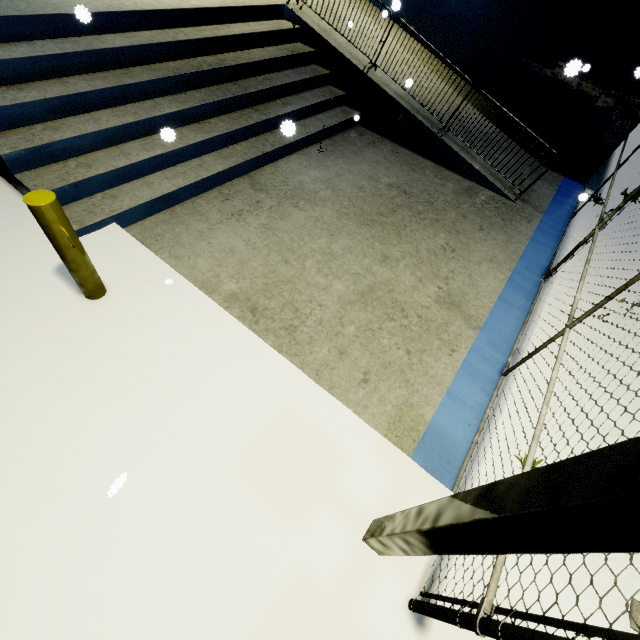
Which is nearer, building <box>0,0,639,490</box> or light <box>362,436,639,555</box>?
light <box>362,436,639,555</box>

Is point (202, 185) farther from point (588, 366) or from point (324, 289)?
point (588, 366)

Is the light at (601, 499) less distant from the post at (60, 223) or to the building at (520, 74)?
the building at (520, 74)

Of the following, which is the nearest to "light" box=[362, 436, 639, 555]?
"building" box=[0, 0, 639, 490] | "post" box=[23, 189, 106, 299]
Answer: "building" box=[0, 0, 639, 490]

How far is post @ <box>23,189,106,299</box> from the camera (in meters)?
2.54

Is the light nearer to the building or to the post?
the building

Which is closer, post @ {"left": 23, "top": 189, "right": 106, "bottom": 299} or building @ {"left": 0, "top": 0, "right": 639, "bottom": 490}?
post @ {"left": 23, "top": 189, "right": 106, "bottom": 299}

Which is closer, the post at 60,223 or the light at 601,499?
the light at 601,499
